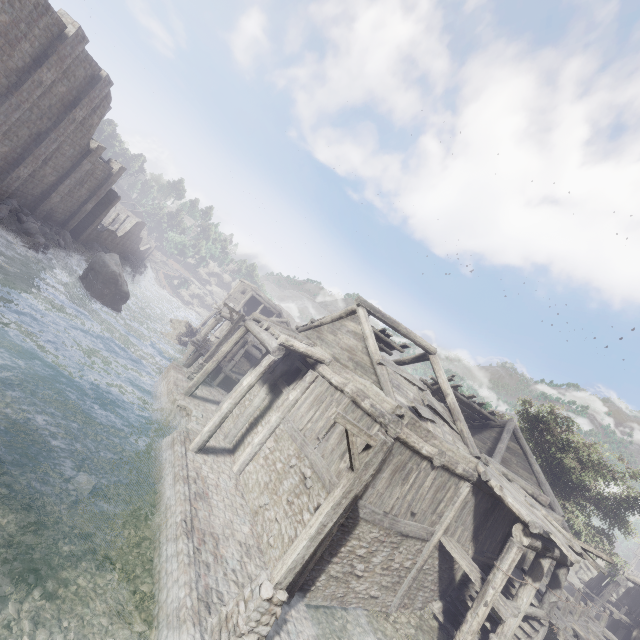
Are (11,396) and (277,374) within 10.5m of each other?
yes

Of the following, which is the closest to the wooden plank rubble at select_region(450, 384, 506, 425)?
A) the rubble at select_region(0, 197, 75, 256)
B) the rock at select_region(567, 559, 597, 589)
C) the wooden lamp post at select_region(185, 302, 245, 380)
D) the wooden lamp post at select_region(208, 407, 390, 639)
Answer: the wooden lamp post at select_region(185, 302, 245, 380)

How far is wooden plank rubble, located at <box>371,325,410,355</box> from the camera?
15.2m

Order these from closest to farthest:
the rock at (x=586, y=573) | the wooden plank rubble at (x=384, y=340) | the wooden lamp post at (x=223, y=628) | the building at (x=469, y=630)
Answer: the wooden lamp post at (x=223, y=628) → the building at (x=469, y=630) → the wooden plank rubble at (x=384, y=340) → the rock at (x=586, y=573)

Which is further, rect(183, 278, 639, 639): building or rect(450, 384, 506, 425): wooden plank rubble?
rect(450, 384, 506, 425): wooden plank rubble

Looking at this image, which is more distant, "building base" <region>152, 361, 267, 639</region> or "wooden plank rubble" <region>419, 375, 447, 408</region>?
"wooden plank rubble" <region>419, 375, 447, 408</region>

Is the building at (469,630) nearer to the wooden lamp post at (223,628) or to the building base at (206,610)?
the building base at (206,610)

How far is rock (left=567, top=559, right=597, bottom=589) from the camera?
35.3m
